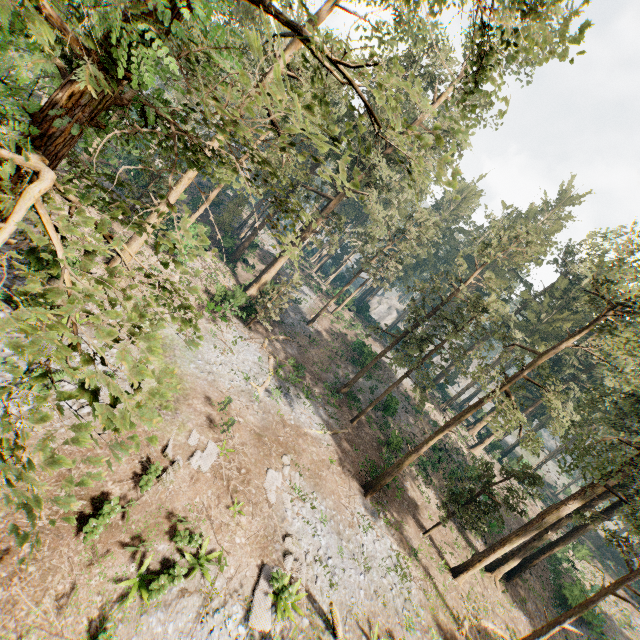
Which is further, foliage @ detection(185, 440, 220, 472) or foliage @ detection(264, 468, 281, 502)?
foliage @ detection(264, 468, 281, 502)

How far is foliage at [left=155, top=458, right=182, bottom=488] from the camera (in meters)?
13.07

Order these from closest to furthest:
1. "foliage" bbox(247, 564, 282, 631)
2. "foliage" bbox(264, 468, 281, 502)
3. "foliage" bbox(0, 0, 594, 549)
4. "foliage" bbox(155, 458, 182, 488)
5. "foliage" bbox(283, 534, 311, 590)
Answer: "foliage" bbox(0, 0, 594, 549) → "foliage" bbox(247, 564, 282, 631) → "foliage" bbox(155, 458, 182, 488) → "foliage" bbox(283, 534, 311, 590) → "foliage" bbox(264, 468, 281, 502)

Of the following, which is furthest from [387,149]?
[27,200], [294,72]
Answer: [27,200]

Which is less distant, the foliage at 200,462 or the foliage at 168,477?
the foliage at 168,477

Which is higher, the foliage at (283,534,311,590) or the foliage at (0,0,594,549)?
the foliage at (0,0,594,549)
